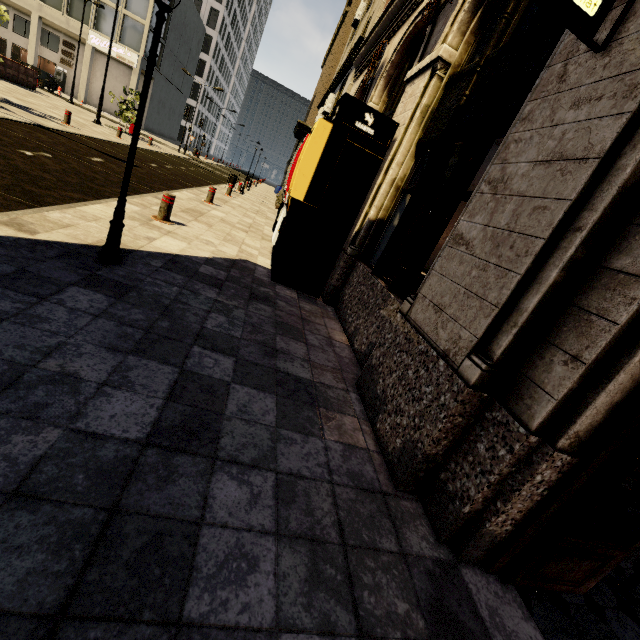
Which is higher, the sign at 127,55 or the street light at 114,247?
the sign at 127,55

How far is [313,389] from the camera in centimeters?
324cm

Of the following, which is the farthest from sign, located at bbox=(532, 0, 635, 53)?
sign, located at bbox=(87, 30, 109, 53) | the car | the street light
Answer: sign, located at bbox=(87, 30, 109, 53)

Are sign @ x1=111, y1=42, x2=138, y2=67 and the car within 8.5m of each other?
yes

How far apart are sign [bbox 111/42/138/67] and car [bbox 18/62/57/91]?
7.3m

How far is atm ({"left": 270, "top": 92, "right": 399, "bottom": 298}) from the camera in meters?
5.1

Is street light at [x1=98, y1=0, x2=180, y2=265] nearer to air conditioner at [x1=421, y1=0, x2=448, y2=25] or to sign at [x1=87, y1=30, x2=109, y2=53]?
air conditioner at [x1=421, y1=0, x2=448, y2=25]

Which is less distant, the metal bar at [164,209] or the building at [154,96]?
the metal bar at [164,209]
